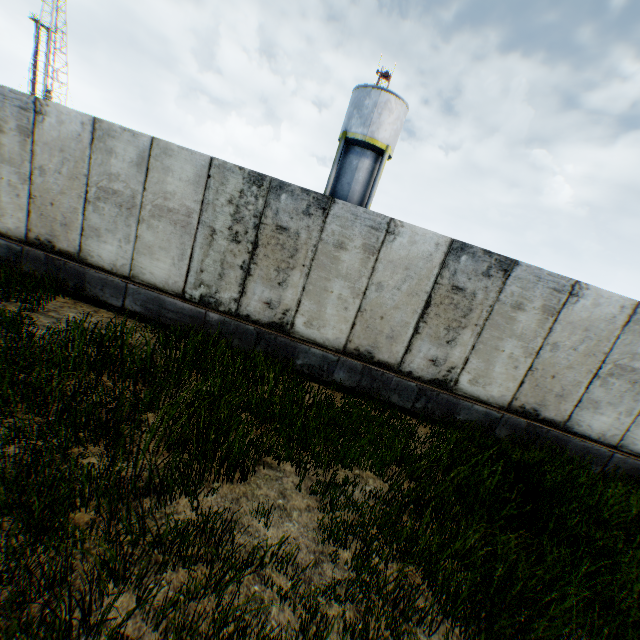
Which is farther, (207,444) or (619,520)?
(619,520)

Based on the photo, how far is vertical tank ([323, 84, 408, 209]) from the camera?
20.95m

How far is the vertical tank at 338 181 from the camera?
20.95m
